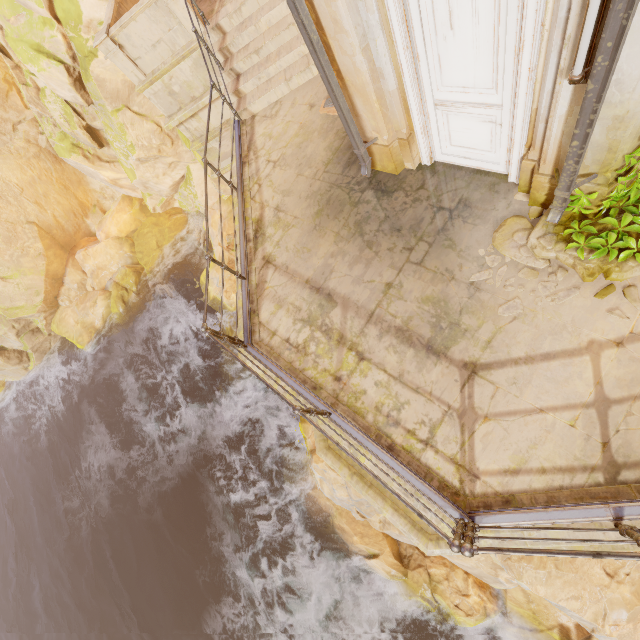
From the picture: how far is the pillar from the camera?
9.1 meters

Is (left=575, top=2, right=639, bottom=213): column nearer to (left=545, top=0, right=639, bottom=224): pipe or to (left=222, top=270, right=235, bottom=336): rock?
(left=545, top=0, right=639, bottom=224): pipe

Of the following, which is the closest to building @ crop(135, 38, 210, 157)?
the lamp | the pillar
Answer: the pillar

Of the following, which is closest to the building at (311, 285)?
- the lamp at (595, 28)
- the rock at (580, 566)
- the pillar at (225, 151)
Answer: the rock at (580, 566)

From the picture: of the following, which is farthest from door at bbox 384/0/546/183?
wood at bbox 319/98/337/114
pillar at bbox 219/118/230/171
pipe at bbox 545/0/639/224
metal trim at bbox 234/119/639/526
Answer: pillar at bbox 219/118/230/171

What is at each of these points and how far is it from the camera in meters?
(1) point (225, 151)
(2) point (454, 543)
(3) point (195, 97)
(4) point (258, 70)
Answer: (1) pillar, 9.2 m
(2) fence, 2.6 m
(3) building, 9.0 m
(4) stairs, 7.4 m

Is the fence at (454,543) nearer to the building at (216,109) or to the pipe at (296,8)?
the building at (216,109)

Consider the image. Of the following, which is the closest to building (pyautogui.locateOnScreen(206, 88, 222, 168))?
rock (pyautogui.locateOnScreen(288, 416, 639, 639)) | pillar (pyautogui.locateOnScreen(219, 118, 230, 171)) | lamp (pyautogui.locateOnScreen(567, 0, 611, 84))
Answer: rock (pyautogui.locateOnScreen(288, 416, 639, 639))
